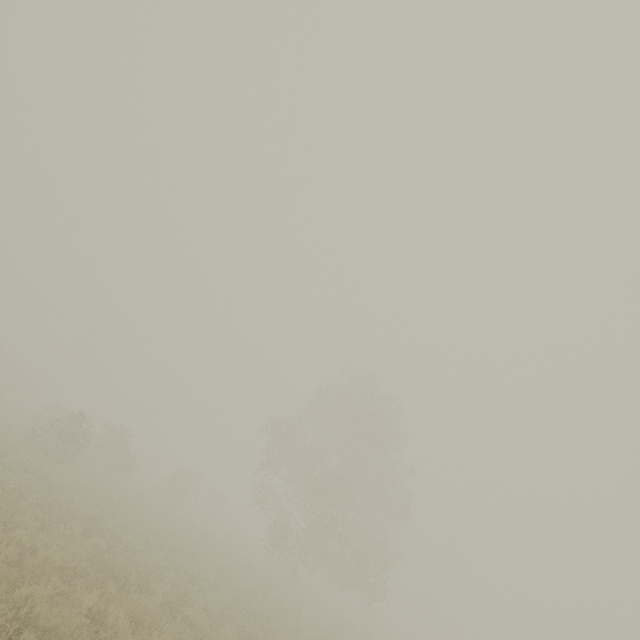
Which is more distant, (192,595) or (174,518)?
(174,518)

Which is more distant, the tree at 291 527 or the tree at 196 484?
the tree at 196 484

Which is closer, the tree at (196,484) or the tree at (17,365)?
the tree at (196,484)

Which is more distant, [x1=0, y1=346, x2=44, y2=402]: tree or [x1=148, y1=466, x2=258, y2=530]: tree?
[x1=0, y1=346, x2=44, y2=402]: tree

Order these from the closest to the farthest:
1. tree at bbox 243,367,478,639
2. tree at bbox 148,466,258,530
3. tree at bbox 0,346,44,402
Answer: tree at bbox 243,367,478,639 < tree at bbox 148,466,258,530 < tree at bbox 0,346,44,402

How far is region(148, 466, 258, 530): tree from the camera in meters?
30.1 m

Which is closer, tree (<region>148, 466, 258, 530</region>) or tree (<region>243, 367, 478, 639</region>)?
tree (<region>243, 367, 478, 639</region>)
